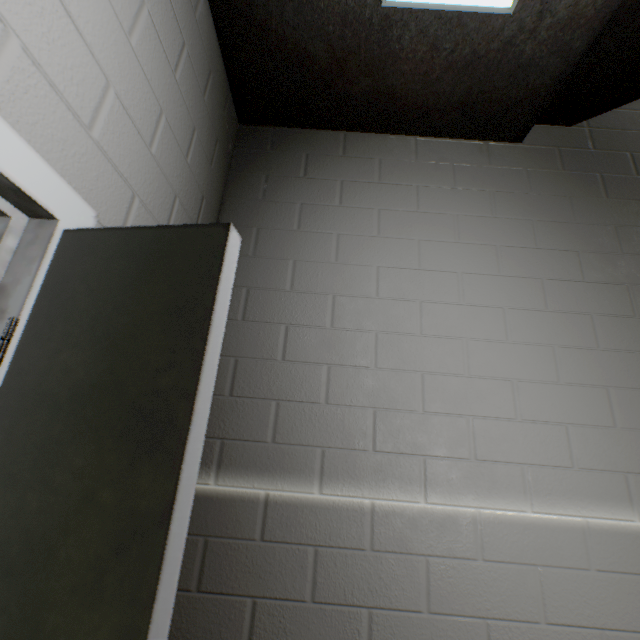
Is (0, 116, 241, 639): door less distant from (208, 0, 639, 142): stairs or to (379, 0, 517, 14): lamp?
(208, 0, 639, 142): stairs

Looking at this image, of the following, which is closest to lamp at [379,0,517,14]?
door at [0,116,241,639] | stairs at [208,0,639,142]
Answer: stairs at [208,0,639,142]

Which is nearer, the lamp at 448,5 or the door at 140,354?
the door at 140,354

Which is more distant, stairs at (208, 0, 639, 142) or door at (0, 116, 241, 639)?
stairs at (208, 0, 639, 142)

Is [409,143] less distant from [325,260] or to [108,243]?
[325,260]

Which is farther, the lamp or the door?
the lamp

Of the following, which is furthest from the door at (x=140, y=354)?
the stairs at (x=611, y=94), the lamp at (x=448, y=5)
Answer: the lamp at (x=448, y=5)
